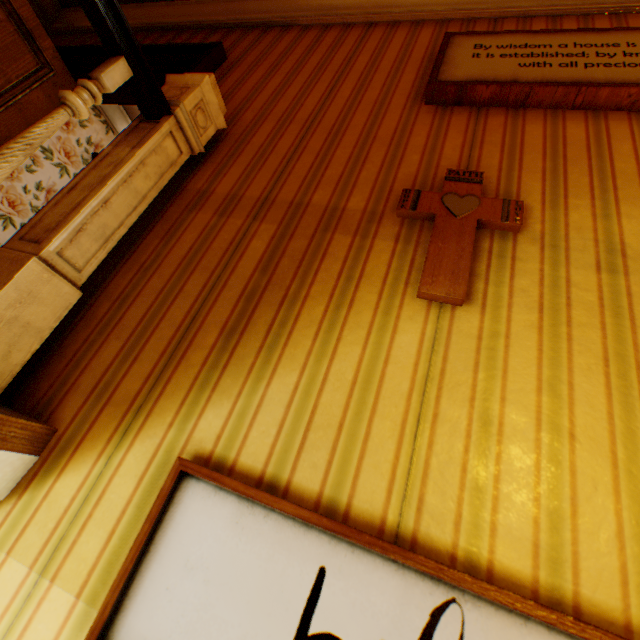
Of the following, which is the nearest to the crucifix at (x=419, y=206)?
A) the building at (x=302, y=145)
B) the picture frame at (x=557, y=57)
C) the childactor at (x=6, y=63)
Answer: the building at (x=302, y=145)

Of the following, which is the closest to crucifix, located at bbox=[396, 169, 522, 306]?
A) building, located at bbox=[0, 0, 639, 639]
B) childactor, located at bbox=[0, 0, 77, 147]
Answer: building, located at bbox=[0, 0, 639, 639]

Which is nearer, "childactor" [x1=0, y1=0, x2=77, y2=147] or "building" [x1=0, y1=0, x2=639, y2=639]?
"building" [x1=0, y1=0, x2=639, y2=639]

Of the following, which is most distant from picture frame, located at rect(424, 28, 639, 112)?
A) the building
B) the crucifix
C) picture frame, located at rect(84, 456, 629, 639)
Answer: picture frame, located at rect(84, 456, 629, 639)

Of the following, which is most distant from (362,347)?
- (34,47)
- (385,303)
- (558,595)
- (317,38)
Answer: (34,47)

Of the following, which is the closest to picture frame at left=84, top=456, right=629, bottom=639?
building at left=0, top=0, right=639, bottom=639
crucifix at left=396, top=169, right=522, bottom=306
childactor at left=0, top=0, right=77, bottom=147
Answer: building at left=0, top=0, right=639, bottom=639

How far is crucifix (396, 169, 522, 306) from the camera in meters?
1.0 m

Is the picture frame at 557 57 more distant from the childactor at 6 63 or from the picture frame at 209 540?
the childactor at 6 63
